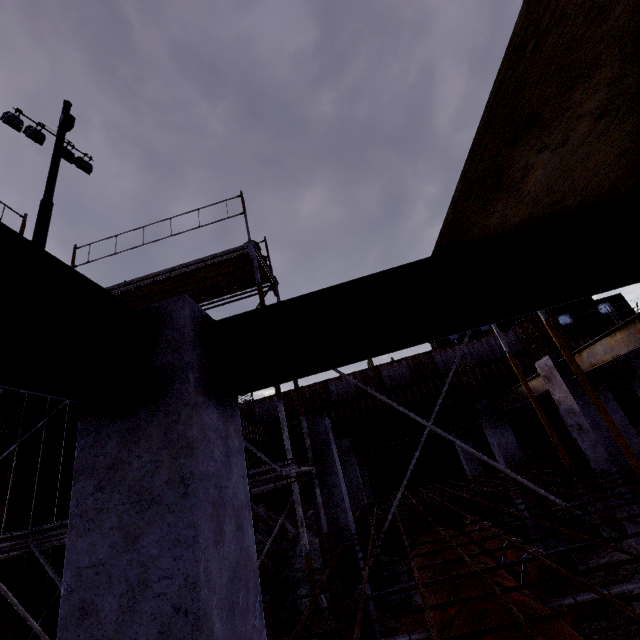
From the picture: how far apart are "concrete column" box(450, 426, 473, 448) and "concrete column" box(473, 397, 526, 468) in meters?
4.4

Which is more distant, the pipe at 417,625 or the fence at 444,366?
the fence at 444,366

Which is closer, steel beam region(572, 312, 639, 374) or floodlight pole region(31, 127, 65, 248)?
steel beam region(572, 312, 639, 374)

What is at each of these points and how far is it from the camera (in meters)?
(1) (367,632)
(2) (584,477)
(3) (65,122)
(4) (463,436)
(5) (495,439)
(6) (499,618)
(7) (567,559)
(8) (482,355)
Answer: A:
(1) concrete column, 4.88
(2) rebar, 5.27
(3) electrical box, 11.98
(4) concrete column, 14.66
(5) concrete column, 10.01
(6) pipe, 2.64
(7) concrete column, 8.57
(8) fence, 22.91

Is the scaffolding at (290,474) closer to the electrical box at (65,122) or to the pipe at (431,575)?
the pipe at (431,575)

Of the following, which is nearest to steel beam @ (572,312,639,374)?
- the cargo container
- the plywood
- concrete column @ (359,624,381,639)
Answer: the plywood

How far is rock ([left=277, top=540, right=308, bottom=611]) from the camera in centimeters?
896cm

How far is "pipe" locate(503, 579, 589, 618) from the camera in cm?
273
